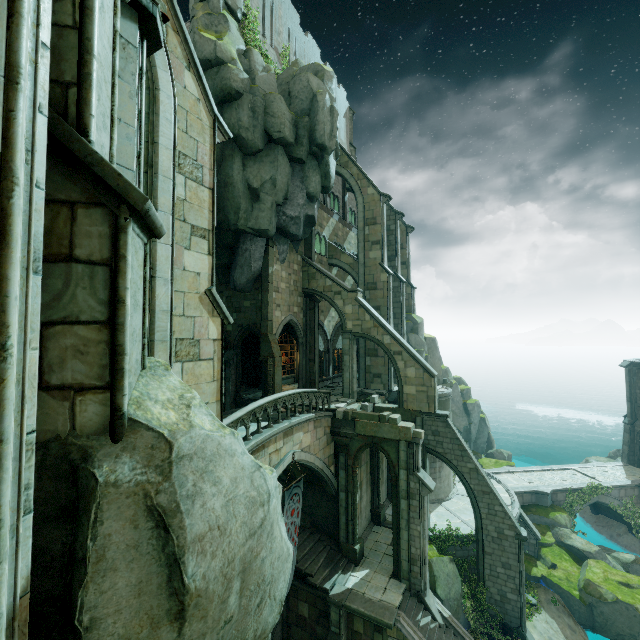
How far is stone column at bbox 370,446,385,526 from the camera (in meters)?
20.77

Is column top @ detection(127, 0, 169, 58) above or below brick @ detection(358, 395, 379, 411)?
above

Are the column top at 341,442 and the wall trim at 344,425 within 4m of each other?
yes

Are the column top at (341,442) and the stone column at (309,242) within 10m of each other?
no

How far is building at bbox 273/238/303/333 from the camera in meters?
21.3

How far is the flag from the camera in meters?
13.9 m

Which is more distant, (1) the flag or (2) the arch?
(2) the arch

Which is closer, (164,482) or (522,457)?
(164,482)
